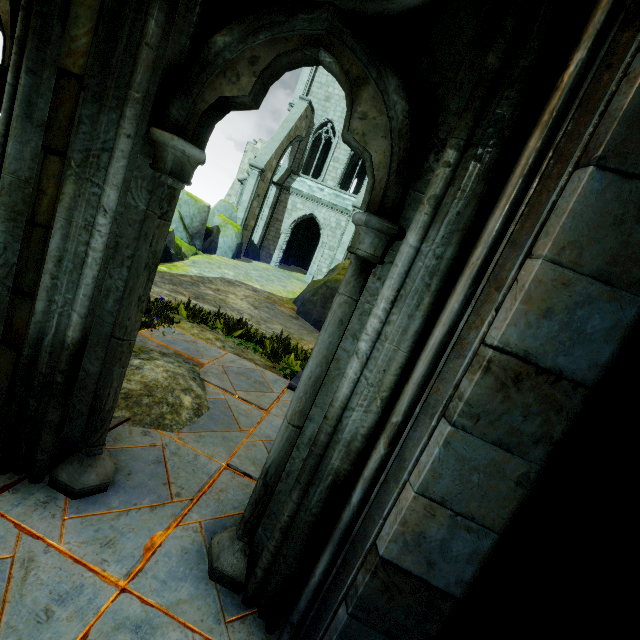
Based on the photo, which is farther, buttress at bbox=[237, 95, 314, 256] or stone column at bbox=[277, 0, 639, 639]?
buttress at bbox=[237, 95, 314, 256]

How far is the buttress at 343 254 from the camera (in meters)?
19.34

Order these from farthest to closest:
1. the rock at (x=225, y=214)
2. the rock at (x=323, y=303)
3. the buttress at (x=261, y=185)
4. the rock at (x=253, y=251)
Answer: the rock at (x=253, y=251)
the buttress at (x=261, y=185)
the rock at (x=225, y=214)
the rock at (x=323, y=303)

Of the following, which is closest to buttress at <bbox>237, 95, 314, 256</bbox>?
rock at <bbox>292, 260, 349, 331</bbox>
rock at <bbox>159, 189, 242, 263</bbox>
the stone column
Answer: rock at <bbox>159, 189, 242, 263</bbox>

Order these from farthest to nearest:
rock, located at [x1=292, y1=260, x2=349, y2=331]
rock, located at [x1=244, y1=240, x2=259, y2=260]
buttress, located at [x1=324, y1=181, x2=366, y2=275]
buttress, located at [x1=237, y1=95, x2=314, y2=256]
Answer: rock, located at [x1=244, y1=240, x2=259, y2=260]
buttress, located at [x1=237, y1=95, x2=314, y2=256]
buttress, located at [x1=324, y1=181, x2=366, y2=275]
rock, located at [x1=292, y1=260, x2=349, y2=331]

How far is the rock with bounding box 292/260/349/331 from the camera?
11.1m

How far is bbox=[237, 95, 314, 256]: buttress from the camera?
20.2m

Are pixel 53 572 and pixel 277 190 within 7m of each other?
no
